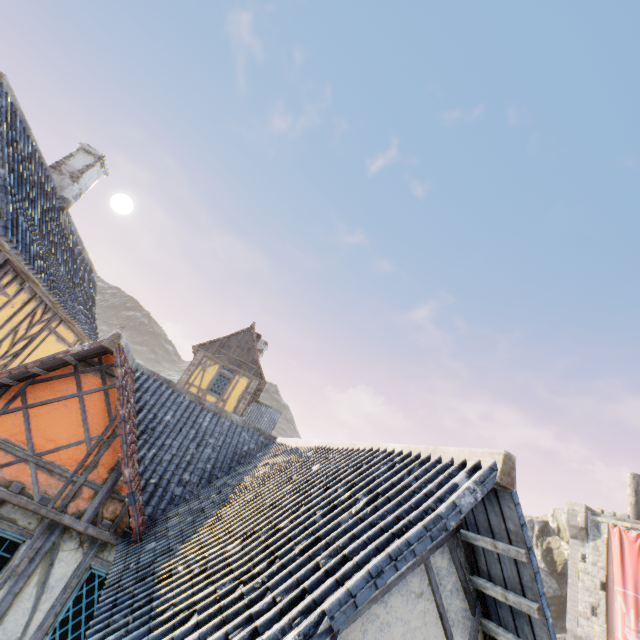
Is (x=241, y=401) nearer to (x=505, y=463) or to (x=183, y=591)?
(x=183, y=591)

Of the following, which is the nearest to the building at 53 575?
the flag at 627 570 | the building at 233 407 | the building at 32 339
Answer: the building at 32 339

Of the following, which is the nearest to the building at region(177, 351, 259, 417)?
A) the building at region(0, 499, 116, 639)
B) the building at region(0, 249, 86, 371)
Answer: the building at region(0, 249, 86, 371)

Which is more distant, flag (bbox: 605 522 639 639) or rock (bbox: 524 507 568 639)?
rock (bbox: 524 507 568 639)

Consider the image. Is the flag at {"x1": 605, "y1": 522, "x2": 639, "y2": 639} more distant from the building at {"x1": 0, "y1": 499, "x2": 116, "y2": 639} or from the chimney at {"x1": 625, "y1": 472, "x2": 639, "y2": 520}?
Result: the building at {"x1": 0, "y1": 499, "x2": 116, "y2": 639}

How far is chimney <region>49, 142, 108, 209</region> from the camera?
10.9 meters

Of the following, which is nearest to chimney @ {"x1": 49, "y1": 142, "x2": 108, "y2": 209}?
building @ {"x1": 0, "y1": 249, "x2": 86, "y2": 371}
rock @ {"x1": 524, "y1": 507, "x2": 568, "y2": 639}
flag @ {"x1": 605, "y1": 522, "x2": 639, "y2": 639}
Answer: building @ {"x1": 0, "y1": 249, "x2": 86, "y2": 371}

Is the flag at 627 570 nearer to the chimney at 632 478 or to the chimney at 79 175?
the chimney at 632 478
